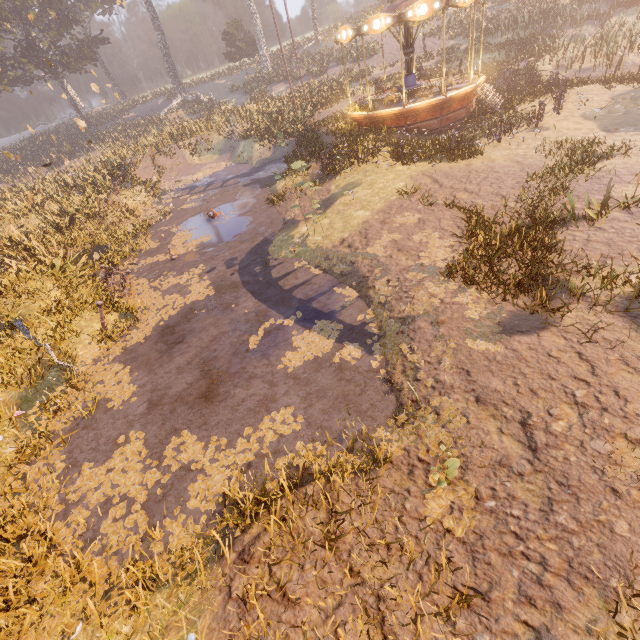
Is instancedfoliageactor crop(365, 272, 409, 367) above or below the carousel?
below

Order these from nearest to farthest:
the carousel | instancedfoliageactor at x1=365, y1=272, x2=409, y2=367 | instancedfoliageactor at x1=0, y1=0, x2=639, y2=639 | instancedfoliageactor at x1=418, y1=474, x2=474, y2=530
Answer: instancedfoliageactor at x1=418, y1=474, x2=474, y2=530, instancedfoliageactor at x1=0, y1=0, x2=639, y2=639, instancedfoliageactor at x1=365, y1=272, x2=409, y2=367, the carousel

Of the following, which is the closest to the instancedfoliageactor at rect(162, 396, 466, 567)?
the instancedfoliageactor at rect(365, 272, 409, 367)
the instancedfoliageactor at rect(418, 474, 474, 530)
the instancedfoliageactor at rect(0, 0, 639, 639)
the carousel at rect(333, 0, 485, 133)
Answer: the instancedfoliageactor at rect(418, 474, 474, 530)

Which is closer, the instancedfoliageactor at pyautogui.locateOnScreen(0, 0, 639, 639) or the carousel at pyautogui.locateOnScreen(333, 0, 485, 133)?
the instancedfoliageactor at pyautogui.locateOnScreen(0, 0, 639, 639)

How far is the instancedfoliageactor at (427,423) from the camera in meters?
4.4 m

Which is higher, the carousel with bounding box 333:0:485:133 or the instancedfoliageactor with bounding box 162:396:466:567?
the carousel with bounding box 333:0:485:133

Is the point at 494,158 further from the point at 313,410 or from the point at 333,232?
the point at 313,410

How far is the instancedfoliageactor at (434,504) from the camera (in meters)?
4.28
